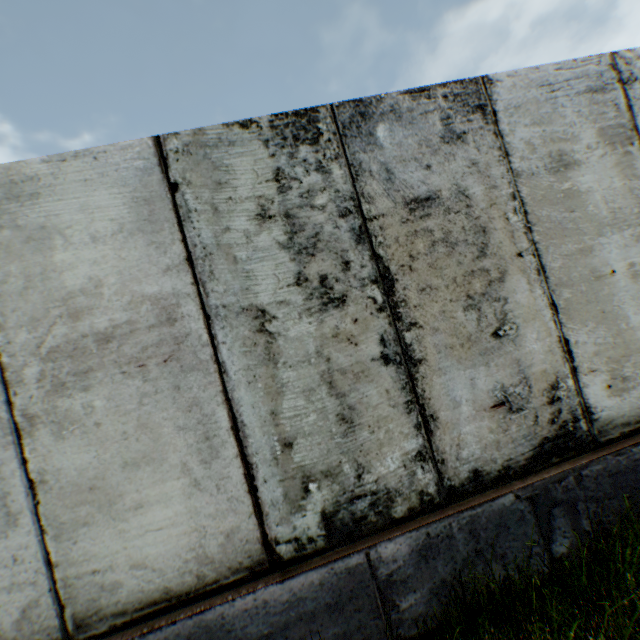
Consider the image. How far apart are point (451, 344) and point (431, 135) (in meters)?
1.57
